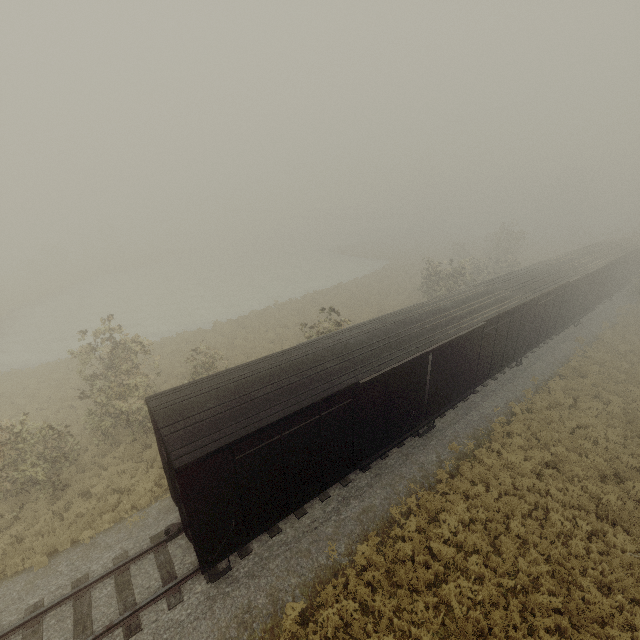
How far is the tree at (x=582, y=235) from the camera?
56.8m

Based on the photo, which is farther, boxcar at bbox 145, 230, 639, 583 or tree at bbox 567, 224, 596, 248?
tree at bbox 567, 224, 596, 248

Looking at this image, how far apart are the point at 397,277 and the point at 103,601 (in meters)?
40.09

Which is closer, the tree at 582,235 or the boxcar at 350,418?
the boxcar at 350,418

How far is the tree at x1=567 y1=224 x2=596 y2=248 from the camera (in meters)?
56.75
